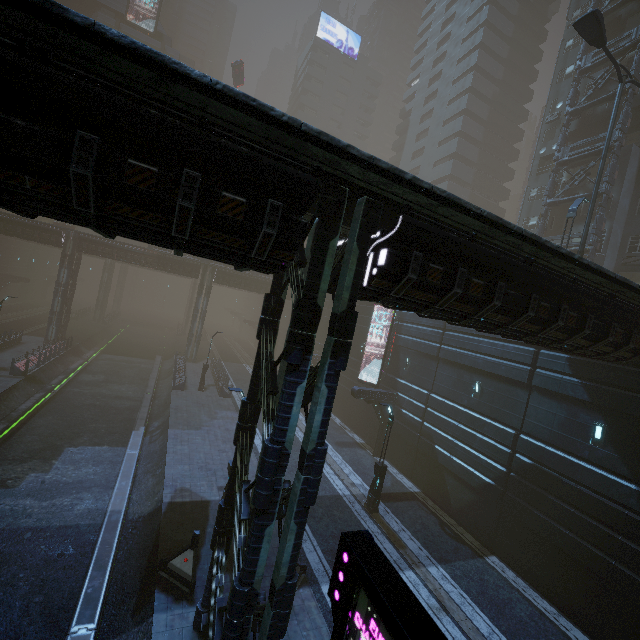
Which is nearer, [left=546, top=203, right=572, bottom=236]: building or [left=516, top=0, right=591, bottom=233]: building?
[left=546, top=203, right=572, bottom=236]: building

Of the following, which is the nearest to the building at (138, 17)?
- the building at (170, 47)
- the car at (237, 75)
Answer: the building at (170, 47)

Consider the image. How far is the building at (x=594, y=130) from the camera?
26.3m

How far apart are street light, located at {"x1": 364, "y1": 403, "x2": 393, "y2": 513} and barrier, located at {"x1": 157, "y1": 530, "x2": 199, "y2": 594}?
8.8 meters

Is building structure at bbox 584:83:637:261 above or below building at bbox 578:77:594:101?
below

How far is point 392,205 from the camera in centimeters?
693cm

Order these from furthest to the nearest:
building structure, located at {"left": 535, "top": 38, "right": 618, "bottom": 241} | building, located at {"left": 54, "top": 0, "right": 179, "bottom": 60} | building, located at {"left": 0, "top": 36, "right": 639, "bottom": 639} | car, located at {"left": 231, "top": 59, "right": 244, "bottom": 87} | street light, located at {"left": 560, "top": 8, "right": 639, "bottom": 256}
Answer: building, located at {"left": 54, "top": 0, "right": 179, "bottom": 60}
car, located at {"left": 231, "top": 59, "right": 244, "bottom": 87}
building structure, located at {"left": 535, "top": 38, "right": 618, "bottom": 241}
street light, located at {"left": 560, "top": 8, "right": 639, "bottom": 256}
building, located at {"left": 0, "top": 36, "right": 639, "bottom": 639}
